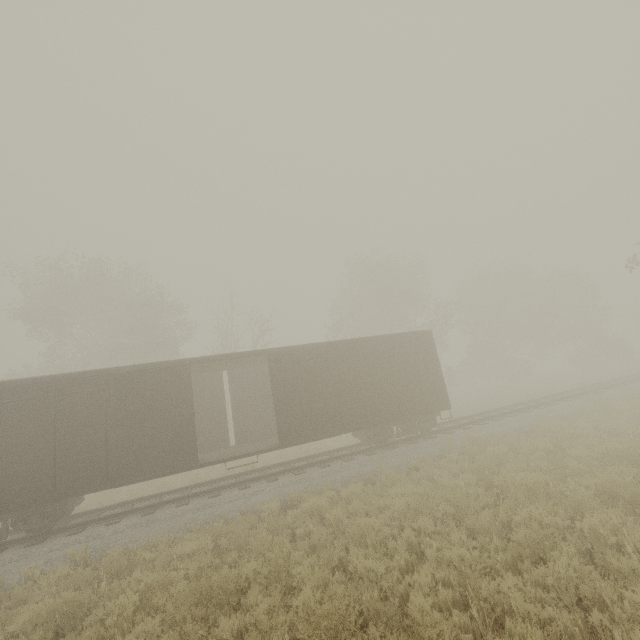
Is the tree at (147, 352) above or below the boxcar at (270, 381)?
above

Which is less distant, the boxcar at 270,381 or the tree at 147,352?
the boxcar at 270,381

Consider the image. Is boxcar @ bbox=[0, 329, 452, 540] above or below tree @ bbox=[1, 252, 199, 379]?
below

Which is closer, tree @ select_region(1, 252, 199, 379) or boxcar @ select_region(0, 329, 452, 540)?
boxcar @ select_region(0, 329, 452, 540)

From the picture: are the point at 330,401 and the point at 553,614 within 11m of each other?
yes
